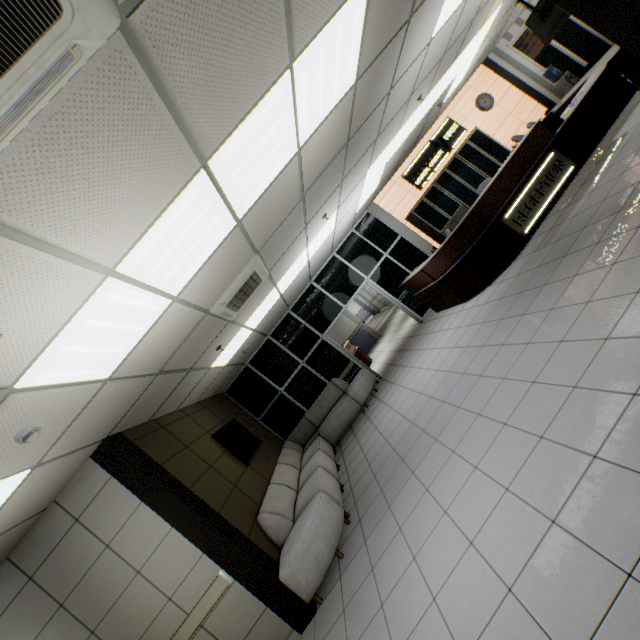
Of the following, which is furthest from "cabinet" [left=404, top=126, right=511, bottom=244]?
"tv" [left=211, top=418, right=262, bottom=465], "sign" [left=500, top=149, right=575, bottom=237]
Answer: "tv" [left=211, top=418, right=262, bottom=465]

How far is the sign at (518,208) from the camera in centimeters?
594cm

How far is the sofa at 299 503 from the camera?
3.88m

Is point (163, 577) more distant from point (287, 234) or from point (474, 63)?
point (474, 63)

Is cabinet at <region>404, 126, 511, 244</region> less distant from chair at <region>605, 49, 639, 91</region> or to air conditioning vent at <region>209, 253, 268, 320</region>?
chair at <region>605, 49, 639, 91</region>

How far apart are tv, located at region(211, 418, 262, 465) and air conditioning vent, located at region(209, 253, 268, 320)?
2.3m

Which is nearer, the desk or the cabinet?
the desk

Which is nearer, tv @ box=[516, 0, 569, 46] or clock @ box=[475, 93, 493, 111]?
tv @ box=[516, 0, 569, 46]
